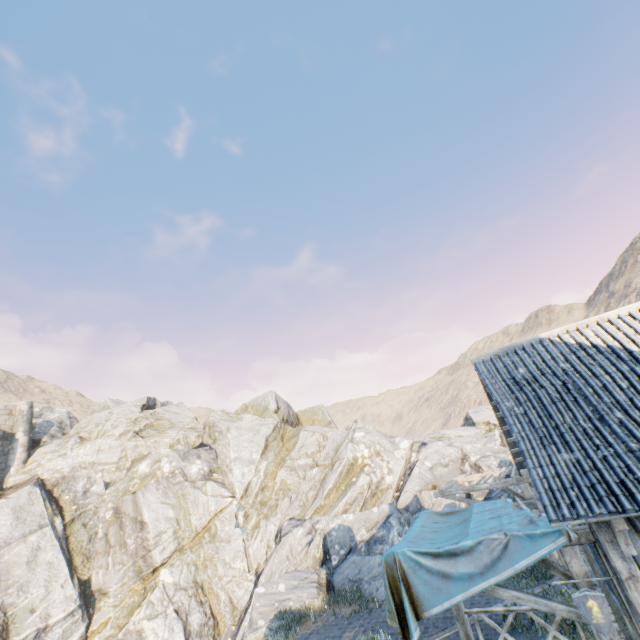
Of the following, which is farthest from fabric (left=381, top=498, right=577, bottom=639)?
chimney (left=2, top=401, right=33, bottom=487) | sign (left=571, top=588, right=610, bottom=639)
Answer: chimney (left=2, top=401, right=33, bottom=487)

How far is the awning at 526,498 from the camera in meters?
7.8

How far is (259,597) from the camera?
13.1m

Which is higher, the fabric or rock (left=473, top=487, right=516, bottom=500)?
the fabric

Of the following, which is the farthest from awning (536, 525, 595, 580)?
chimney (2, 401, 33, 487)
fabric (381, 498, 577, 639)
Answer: chimney (2, 401, 33, 487)

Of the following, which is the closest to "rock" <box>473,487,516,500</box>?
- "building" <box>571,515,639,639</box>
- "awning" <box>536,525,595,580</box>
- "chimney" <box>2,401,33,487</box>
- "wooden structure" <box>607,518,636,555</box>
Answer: "chimney" <box>2,401,33,487</box>

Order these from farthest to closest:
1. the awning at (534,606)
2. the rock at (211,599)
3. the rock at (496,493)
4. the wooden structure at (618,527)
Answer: the rock at (211,599), the rock at (496,493), the awning at (534,606), the wooden structure at (618,527)

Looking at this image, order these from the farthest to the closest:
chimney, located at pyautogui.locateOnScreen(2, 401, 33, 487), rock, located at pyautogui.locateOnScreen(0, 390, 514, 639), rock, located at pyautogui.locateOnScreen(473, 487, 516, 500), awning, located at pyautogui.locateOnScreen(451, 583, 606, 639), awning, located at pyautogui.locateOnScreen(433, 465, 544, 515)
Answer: chimney, located at pyautogui.locateOnScreen(2, 401, 33, 487)
rock, located at pyautogui.locateOnScreen(0, 390, 514, 639)
rock, located at pyautogui.locateOnScreen(473, 487, 516, 500)
awning, located at pyautogui.locateOnScreen(433, 465, 544, 515)
awning, located at pyautogui.locateOnScreen(451, 583, 606, 639)
